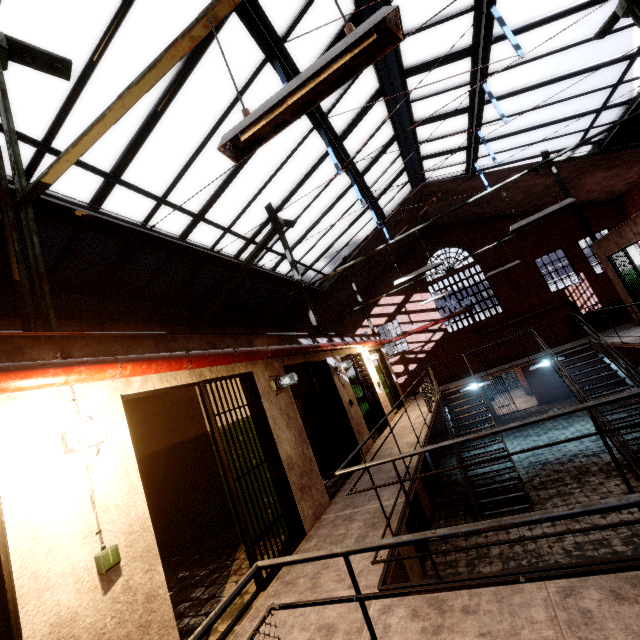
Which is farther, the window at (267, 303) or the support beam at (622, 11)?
the window at (267, 303)

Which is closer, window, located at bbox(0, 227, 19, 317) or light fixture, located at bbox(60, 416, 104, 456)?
light fixture, located at bbox(60, 416, 104, 456)

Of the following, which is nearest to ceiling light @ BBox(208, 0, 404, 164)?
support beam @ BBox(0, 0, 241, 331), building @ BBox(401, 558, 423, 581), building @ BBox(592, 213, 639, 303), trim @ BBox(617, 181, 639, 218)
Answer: support beam @ BBox(0, 0, 241, 331)

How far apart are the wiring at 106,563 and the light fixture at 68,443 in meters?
0.1 m

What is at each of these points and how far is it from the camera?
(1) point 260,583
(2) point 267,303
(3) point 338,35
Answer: (1) metal bar, 3.5m
(2) window, 12.4m
(3) window, 6.0m

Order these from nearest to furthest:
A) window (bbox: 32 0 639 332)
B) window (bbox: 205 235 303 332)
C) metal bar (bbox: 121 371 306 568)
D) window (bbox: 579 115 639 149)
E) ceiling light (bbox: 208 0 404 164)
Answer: ceiling light (bbox: 208 0 404 164) → metal bar (bbox: 121 371 306 568) → window (bbox: 32 0 639 332) → window (bbox: 579 115 639 149) → window (bbox: 205 235 303 332)

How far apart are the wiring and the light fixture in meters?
0.1 m

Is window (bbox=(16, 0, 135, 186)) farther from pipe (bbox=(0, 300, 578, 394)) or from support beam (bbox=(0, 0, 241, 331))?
pipe (bbox=(0, 300, 578, 394))
